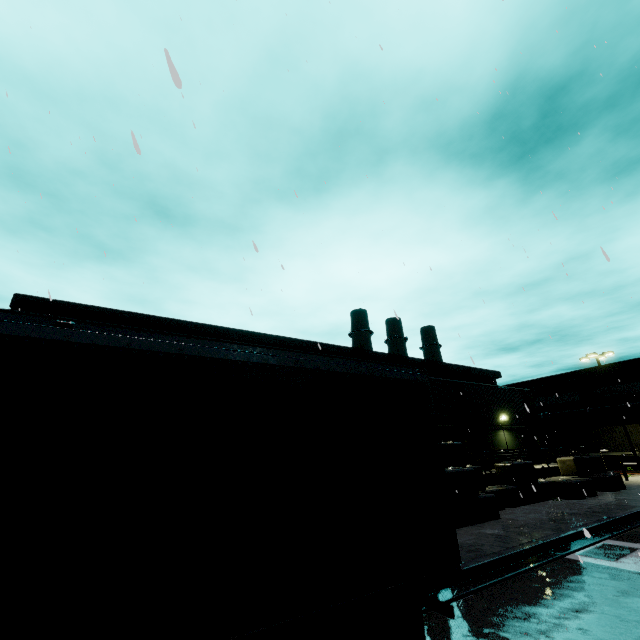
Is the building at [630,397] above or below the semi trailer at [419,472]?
above

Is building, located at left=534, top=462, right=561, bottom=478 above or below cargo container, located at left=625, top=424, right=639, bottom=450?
below

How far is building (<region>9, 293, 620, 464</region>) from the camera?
17.8 meters

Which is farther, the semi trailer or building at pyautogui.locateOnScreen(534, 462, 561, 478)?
building at pyautogui.locateOnScreen(534, 462, 561, 478)

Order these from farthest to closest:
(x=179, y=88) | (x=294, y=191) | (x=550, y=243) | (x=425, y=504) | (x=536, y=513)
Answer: (x=550, y=243) < (x=536, y=513) < (x=294, y=191) < (x=425, y=504) < (x=179, y=88)

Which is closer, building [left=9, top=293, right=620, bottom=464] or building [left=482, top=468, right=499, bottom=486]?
building [left=482, top=468, right=499, bottom=486]

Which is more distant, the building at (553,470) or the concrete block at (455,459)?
the building at (553,470)

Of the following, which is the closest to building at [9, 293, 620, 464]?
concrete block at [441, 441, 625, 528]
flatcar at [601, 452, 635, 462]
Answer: concrete block at [441, 441, 625, 528]
